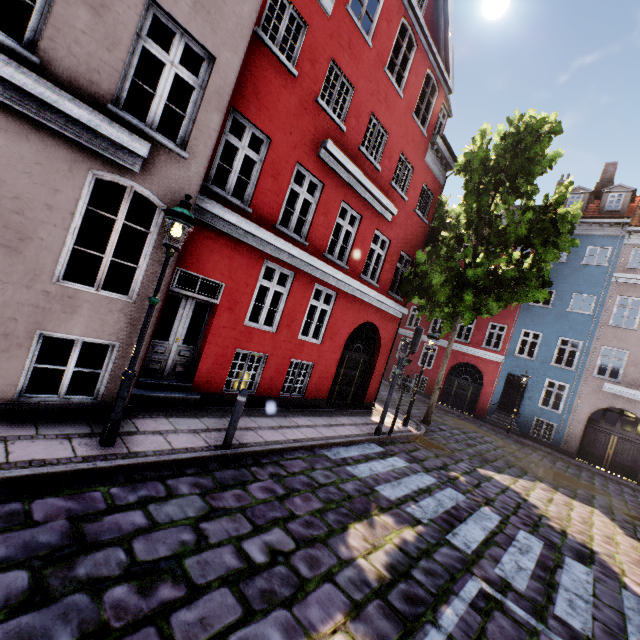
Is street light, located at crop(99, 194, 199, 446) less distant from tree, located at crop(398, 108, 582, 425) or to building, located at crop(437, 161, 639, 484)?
building, located at crop(437, 161, 639, 484)

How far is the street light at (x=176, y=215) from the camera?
4.65m

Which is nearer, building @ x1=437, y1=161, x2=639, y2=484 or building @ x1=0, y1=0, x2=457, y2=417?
building @ x1=0, y1=0, x2=457, y2=417

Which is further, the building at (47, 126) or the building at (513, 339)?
the building at (513, 339)

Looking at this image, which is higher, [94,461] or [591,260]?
[591,260]

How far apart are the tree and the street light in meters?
10.5 m

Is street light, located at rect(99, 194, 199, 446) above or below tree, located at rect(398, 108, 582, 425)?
below

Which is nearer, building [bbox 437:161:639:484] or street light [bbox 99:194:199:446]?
street light [bbox 99:194:199:446]
